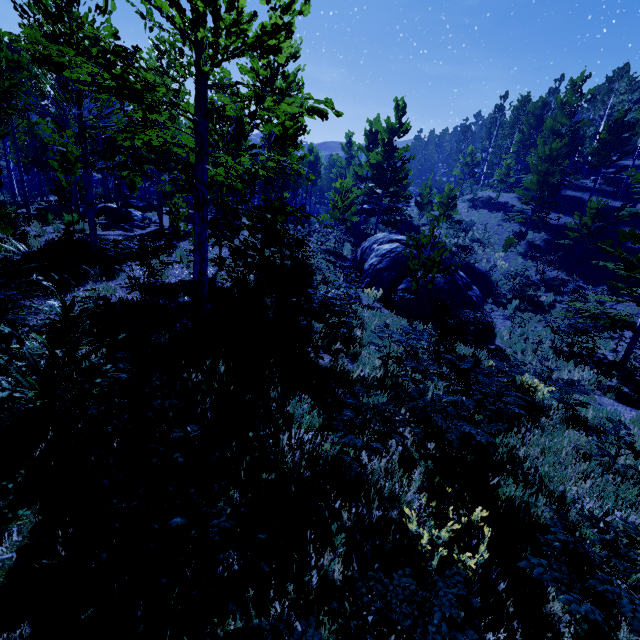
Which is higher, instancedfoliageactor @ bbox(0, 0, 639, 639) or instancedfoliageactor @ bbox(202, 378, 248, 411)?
instancedfoliageactor @ bbox(0, 0, 639, 639)

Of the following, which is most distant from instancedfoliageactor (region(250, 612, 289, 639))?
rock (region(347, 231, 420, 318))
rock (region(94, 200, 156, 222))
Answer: rock (region(347, 231, 420, 318))

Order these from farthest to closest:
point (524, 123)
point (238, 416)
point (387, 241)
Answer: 1. point (524, 123)
2. point (387, 241)
3. point (238, 416)

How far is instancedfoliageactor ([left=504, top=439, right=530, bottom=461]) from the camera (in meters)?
5.01

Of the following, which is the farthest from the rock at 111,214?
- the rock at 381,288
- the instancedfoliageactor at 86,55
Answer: the rock at 381,288

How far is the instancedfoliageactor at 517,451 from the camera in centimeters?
501cm

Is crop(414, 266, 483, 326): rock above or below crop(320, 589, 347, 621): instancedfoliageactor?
below
